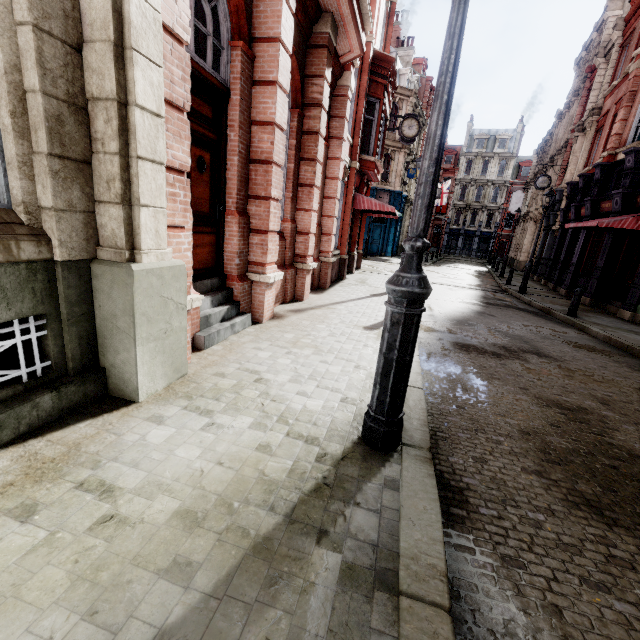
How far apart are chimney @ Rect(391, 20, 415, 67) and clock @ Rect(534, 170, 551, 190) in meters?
21.8 m

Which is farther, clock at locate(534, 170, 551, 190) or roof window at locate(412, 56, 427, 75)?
roof window at locate(412, 56, 427, 75)

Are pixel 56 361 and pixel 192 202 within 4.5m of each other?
yes

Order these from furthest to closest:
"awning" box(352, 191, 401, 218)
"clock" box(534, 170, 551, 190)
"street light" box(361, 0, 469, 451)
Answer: "clock" box(534, 170, 551, 190)
"awning" box(352, 191, 401, 218)
"street light" box(361, 0, 469, 451)

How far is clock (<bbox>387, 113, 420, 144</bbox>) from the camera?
16.34m

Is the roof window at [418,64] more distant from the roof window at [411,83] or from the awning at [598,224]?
the awning at [598,224]

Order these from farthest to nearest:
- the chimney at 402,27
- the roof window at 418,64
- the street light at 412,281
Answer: the roof window at 418,64 < the chimney at 402,27 < the street light at 412,281

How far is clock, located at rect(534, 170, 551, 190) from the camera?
21.9 meters
